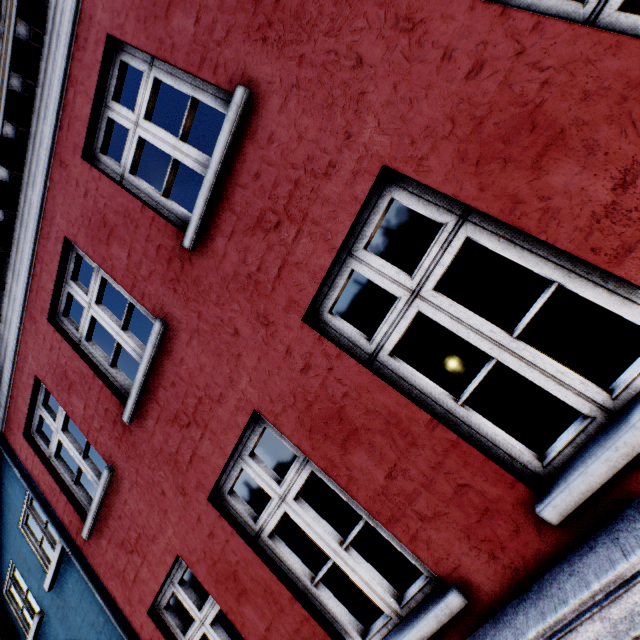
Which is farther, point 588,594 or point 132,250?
point 132,250
